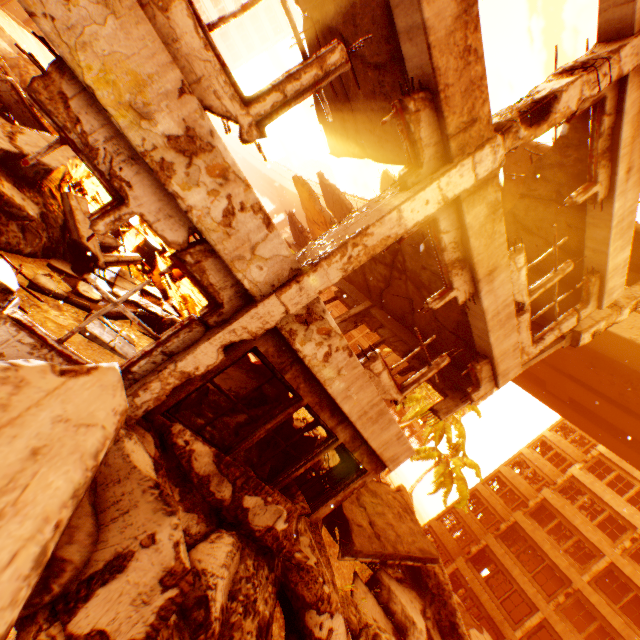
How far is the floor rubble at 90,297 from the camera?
5.4 meters

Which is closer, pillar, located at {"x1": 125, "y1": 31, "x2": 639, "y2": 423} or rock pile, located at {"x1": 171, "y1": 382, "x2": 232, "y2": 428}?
pillar, located at {"x1": 125, "y1": 31, "x2": 639, "y2": 423}

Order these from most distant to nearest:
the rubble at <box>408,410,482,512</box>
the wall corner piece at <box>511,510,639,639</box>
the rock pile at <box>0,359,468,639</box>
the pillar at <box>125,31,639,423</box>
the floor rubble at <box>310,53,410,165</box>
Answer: the rubble at <box>408,410,482,512</box>
the wall corner piece at <box>511,510,639,639</box>
the floor rubble at <box>310,53,410,165</box>
the pillar at <box>125,31,639,423</box>
the rock pile at <box>0,359,468,639</box>

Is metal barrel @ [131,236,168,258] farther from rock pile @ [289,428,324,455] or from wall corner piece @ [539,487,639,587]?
wall corner piece @ [539,487,639,587]

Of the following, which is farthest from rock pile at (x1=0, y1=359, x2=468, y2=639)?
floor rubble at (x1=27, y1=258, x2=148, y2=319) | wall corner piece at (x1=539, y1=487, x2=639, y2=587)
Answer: wall corner piece at (x1=539, y1=487, x2=639, y2=587)

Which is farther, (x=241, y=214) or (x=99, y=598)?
(x=241, y=214)

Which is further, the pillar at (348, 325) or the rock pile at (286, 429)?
the pillar at (348, 325)

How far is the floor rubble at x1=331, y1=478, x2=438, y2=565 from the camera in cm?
785
